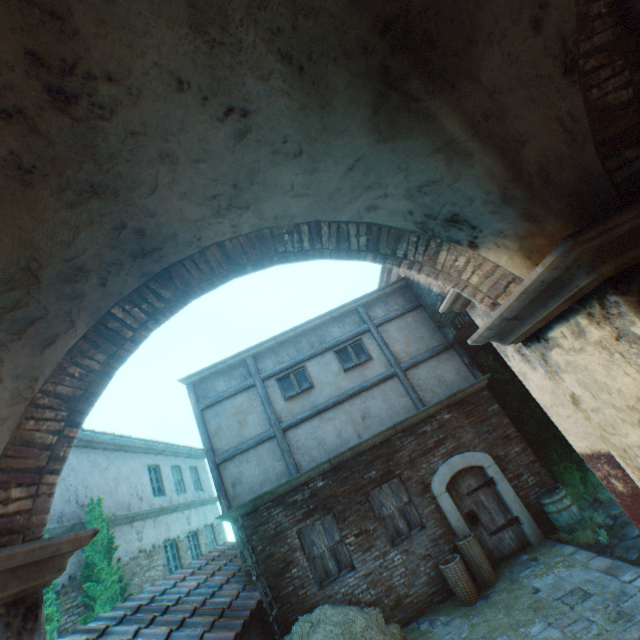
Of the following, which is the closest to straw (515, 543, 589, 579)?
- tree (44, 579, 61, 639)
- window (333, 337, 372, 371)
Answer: window (333, 337, 372, 371)

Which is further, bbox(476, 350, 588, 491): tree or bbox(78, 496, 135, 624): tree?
bbox(476, 350, 588, 491): tree

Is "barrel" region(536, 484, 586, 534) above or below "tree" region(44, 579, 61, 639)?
below

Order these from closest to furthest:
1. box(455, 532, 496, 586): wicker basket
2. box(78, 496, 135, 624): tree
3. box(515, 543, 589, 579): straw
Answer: box(515, 543, 589, 579): straw
box(455, 532, 496, 586): wicker basket
box(78, 496, 135, 624): tree

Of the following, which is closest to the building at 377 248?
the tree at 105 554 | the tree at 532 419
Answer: the tree at 532 419

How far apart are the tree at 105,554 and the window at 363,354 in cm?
746

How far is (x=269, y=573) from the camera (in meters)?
7.84

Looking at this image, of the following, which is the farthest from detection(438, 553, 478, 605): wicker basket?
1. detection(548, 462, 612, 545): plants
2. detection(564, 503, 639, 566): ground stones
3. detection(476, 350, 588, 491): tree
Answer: detection(476, 350, 588, 491): tree
